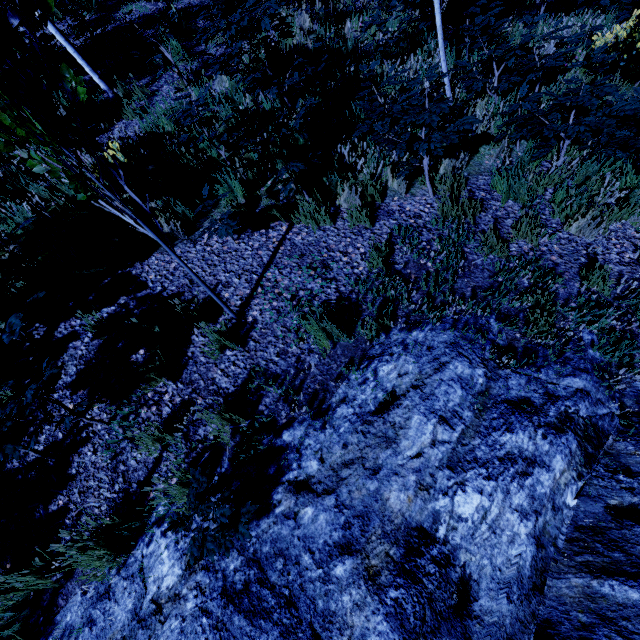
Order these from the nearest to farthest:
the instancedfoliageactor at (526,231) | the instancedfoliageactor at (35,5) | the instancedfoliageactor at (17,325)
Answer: the instancedfoliageactor at (35,5)
the instancedfoliageactor at (17,325)
the instancedfoliageactor at (526,231)

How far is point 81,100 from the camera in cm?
195

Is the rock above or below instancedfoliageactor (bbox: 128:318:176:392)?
below

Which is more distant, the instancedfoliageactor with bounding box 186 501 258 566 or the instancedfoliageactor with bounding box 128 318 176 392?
the instancedfoliageactor with bounding box 128 318 176 392

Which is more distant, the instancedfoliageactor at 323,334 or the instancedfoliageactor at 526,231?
the instancedfoliageactor at 526,231

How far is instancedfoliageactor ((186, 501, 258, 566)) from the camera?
2.1m
